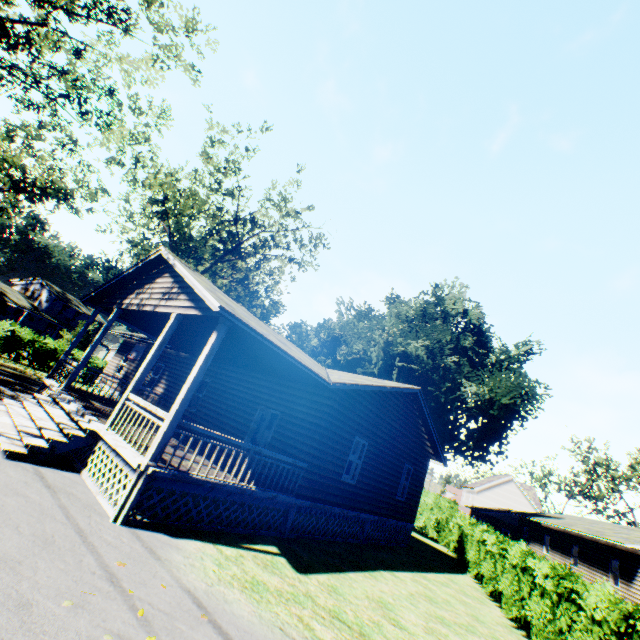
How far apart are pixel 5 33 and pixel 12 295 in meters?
47.6

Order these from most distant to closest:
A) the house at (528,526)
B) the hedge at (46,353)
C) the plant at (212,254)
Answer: the plant at (212,254), the hedge at (46,353), the house at (528,526)

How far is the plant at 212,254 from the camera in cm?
2525

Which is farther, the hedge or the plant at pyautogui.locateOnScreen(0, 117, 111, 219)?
the plant at pyautogui.locateOnScreen(0, 117, 111, 219)

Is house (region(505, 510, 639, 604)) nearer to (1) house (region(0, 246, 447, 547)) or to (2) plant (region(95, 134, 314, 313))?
(2) plant (region(95, 134, 314, 313))

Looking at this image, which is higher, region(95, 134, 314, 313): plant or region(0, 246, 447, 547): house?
region(95, 134, 314, 313): plant

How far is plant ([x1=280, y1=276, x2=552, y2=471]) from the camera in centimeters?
3241cm
